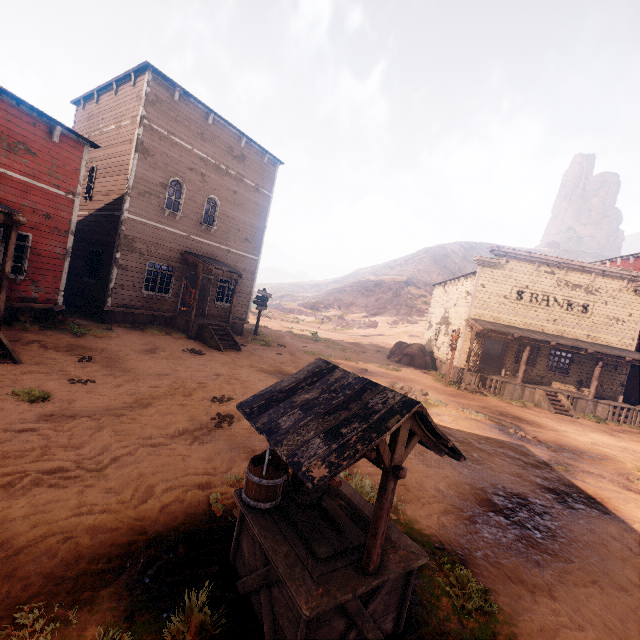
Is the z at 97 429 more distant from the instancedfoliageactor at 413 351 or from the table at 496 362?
the table at 496 362

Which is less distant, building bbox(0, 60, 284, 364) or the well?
the well

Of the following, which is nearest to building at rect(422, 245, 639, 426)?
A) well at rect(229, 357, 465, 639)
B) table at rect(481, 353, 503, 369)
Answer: table at rect(481, 353, 503, 369)

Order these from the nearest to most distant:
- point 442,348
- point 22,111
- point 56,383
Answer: point 56,383 → point 22,111 → point 442,348

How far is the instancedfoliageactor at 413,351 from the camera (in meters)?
23.72

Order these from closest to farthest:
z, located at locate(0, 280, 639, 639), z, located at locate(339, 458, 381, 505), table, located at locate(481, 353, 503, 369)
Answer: z, located at locate(0, 280, 639, 639), z, located at locate(339, 458, 381, 505), table, located at locate(481, 353, 503, 369)

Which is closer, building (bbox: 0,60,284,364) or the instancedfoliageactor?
building (bbox: 0,60,284,364)

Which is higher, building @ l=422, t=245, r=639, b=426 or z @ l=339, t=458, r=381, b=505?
building @ l=422, t=245, r=639, b=426
